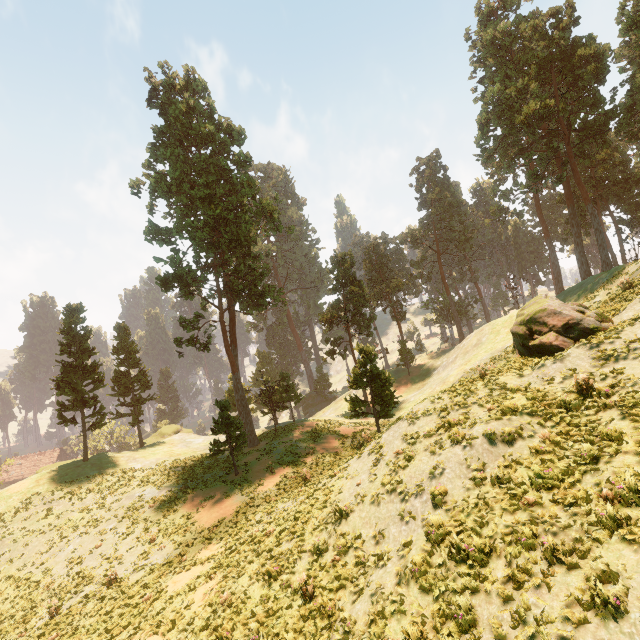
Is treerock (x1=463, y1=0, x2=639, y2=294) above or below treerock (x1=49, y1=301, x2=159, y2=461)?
above

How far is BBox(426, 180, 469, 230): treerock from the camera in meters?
56.8

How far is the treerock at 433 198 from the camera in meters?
56.8

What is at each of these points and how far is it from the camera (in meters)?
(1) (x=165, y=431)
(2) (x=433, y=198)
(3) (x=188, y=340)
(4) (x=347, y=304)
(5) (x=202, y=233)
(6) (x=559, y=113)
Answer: (1) rock, 46.69
(2) treerock, 57.47
(3) treerock, 34.06
(4) treerock, 47.75
(5) treerock, 29.75
(6) treerock, 34.16

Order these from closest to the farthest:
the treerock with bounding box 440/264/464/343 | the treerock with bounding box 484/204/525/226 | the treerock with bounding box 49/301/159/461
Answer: the treerock with bounding box 49/301/159/461 < the treerock with bounding box 484/204/525/226 < the treerock with bounding box 440/264/464/343
